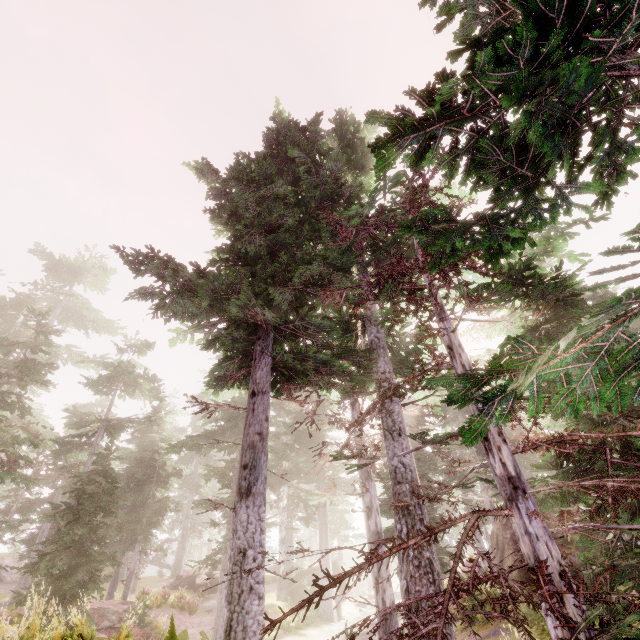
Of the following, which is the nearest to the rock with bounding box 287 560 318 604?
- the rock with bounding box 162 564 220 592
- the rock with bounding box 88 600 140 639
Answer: the rock with bounding box 162 564 220 592

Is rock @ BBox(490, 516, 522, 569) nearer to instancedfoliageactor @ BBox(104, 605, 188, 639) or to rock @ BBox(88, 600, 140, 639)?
instancedfoliageactor @ BBox(104, 605, 188, 639)

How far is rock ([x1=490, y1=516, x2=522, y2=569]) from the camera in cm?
1559

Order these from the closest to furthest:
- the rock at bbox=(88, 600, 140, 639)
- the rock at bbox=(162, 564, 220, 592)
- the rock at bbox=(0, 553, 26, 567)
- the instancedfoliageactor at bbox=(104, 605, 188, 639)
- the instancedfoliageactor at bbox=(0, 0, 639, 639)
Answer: the instancedfoliageactor at bbox=(0, 0, 639, 639), the instancedfoliageactor at bbox=(104, 605, 188, 639), the rock at bbox=(88, 600, 140, 639), the rock at bbox=(162, 564, 220, 592), the rock at bbox=(0, 553, 26, 567)

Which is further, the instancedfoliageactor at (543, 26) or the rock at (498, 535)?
the rock at (498, 535)

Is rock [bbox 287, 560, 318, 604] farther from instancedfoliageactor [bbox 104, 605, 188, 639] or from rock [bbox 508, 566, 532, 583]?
rock [bbox 508, 566, 532, 583]

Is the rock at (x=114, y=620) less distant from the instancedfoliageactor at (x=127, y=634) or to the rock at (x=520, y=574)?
the instancedfoliageactor at (x=127, y=634)

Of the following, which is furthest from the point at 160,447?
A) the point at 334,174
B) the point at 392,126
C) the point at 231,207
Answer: the point at 392,126
